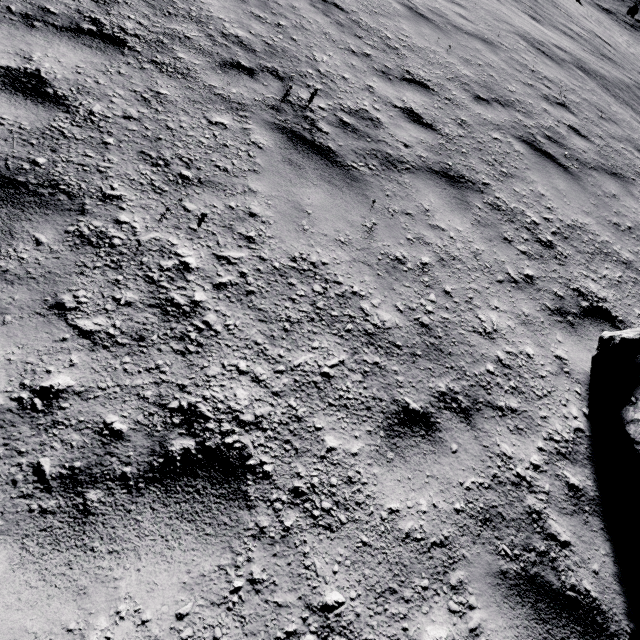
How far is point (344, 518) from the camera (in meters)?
1.77
